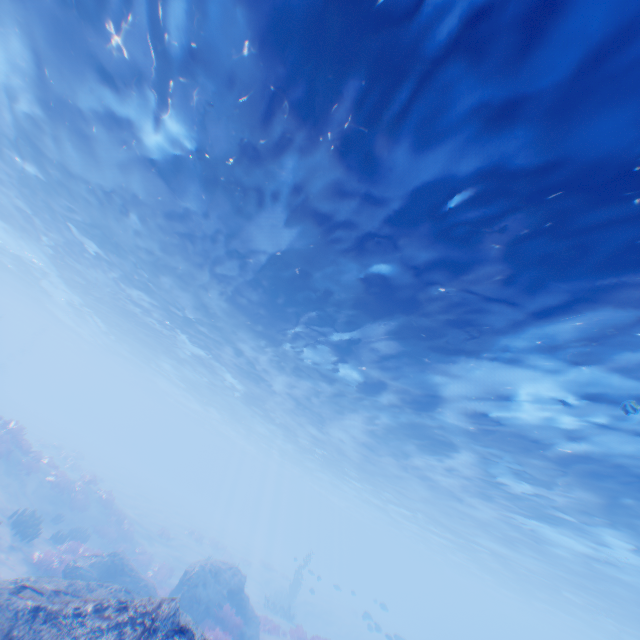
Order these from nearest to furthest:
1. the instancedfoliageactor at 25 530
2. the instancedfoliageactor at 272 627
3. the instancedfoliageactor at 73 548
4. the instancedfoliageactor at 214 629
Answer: the instancedfoliageactor at 214 629, the instancedfoliageactor at 73 548, the instancedfoliageactor at 25 530, the instancedfoliageactor at 272 627

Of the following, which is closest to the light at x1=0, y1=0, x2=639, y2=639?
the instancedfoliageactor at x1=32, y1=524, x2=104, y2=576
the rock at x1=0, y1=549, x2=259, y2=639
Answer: the rock at x1=0, y1=549, x2=259, y2=639

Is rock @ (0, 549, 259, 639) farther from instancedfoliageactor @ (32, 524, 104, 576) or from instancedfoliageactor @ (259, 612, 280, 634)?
instancedfoliageactor @ (32, 524, 104, 576)

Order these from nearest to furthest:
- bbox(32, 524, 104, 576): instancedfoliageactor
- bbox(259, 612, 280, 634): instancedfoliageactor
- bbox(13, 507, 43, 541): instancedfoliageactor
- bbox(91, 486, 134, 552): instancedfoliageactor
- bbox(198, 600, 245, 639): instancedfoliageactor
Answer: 1. bbox(198, 600, 245, 639): instancedfoliageactor
2. bbox(32, 524, 104, 576): instancedfoliageactor
3. bbox(13, 507, 43, 541): instancedfoliageactor
4. bbox(259, 612, 280, 634): instancedfoliageactor
5. bbox(91, 486, 134, 552): instancedfoliageactor

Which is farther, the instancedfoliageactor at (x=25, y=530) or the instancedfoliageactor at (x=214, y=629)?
the instancedfoliageactor at (x=25, y=530)

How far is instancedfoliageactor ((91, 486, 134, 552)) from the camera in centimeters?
2144cm

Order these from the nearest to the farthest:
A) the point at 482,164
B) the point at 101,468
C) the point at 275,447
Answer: the point at 482,164, the point at 101,468, the point at 275,447
